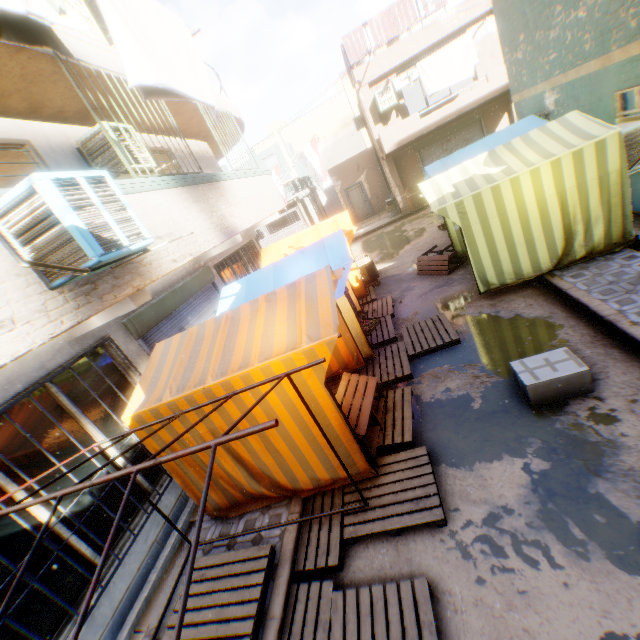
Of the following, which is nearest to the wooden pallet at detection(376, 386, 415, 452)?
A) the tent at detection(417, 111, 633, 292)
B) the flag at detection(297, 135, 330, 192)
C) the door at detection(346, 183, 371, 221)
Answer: the tent at detection(417, 111, 633, 292)

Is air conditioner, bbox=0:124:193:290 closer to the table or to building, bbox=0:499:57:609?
building, bbox=0:499:57:609

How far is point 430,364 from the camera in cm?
603

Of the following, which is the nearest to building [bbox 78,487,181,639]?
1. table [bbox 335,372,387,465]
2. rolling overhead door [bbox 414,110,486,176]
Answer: rolling overhead door [bbox 414,110,486,176]

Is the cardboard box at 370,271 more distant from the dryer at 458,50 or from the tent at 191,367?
the dryer at 458,50

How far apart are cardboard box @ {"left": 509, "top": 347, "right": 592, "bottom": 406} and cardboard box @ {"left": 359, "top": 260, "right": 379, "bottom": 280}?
3.61m

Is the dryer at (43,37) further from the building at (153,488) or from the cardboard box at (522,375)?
the cardboard box at (522,375)

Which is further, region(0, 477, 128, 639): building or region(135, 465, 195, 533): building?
region(135, 465, 195, 533): building
